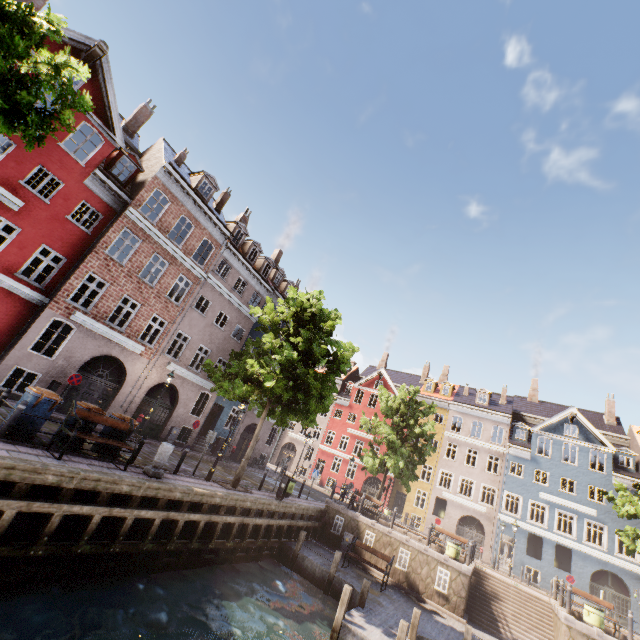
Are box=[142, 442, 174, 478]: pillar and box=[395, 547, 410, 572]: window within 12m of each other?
no

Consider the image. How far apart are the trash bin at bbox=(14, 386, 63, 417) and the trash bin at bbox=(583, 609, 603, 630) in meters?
22.6

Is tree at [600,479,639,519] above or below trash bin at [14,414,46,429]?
above

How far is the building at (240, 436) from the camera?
26.0 meters

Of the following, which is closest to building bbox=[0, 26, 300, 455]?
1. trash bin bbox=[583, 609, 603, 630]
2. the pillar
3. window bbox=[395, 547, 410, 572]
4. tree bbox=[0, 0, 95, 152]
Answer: tree bbox=[0, 0, 95, 152]

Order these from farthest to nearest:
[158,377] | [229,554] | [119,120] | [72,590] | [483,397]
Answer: [483,397], [158,377], [119,120], [229,554], [72,590]

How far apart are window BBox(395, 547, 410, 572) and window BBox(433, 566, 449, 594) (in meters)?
1.37

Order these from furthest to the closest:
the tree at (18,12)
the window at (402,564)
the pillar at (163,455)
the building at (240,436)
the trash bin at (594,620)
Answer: the building at (240,436), the window at (402,564), the trash bin at (594,620), the pillar at (163,455), the tree at (18,12)
